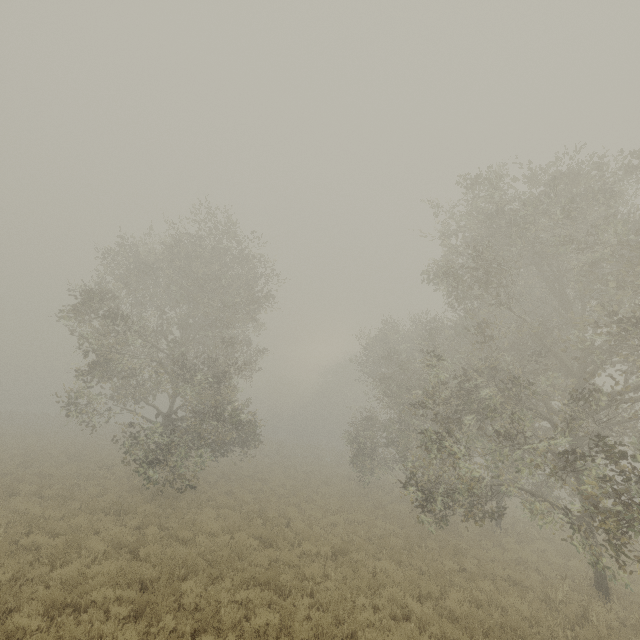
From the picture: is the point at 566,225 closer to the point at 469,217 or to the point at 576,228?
the point at 576,228
